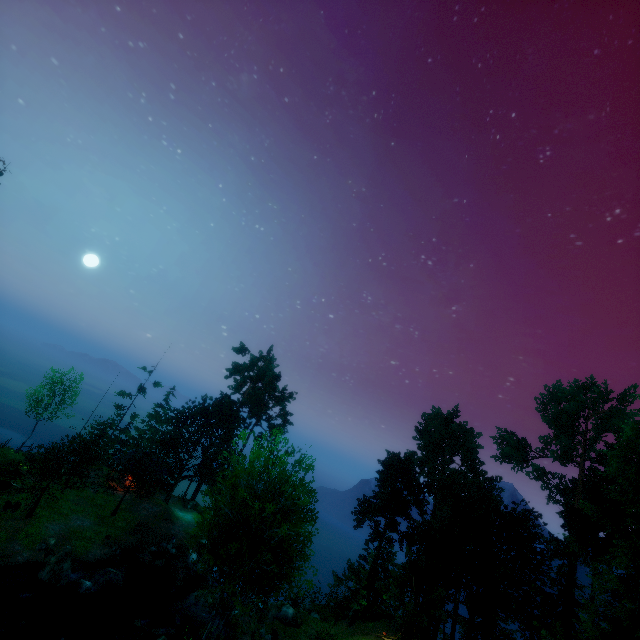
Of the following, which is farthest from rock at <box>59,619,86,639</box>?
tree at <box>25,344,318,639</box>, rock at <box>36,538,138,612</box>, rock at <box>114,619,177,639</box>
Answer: tree at <box>25,344,318,639</box>

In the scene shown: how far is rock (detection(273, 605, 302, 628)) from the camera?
26.7m

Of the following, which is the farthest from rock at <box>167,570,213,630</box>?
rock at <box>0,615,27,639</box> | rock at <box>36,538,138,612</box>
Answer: rock at <box>0,615,27,639</box>

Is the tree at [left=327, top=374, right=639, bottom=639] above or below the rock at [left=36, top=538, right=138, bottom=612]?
above

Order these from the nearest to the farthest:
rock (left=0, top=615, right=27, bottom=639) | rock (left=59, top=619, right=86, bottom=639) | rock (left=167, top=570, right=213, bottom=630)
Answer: rock (left=0, top=615, right=27, bottom=639) → rock (left=59, top=619, right=86, bottom=639) → rock (left=167, top=570, right=213, bottom=630)

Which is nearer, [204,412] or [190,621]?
[190,621]

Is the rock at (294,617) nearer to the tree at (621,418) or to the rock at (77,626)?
the tree at (621,418)

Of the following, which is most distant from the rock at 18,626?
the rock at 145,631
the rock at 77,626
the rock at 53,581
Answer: the rock at 145,631
